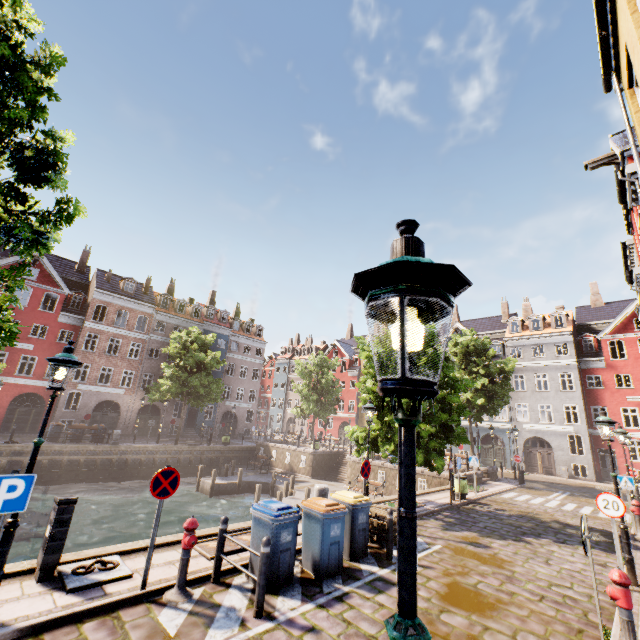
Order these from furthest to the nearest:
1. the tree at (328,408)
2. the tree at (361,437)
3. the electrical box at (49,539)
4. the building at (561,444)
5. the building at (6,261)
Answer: the tree at (328,408), the building at (6,261), the tree at (361,437), the building at (561,444), the electrical box at (49,539)

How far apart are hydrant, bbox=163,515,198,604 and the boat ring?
0.8 meters

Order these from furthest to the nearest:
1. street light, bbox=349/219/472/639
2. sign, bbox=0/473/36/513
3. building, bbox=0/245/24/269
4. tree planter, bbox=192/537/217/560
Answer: building, bbox=0/245/24/269
tree planter, bbox=192/537/217/560
sign, bbox=0/473/36/513
street light, bbox=349/219/472/639

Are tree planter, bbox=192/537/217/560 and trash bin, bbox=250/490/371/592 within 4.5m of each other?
yes

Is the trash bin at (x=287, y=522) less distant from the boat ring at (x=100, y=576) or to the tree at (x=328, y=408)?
the boat ring at (x=100, y=576)

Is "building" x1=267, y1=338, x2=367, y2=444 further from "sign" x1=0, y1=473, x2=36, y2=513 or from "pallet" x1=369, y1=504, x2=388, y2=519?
"sign" x1=0, y1=473, x2=36, y2=513

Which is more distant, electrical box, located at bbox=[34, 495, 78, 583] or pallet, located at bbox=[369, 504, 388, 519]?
pallet, located at bbox=[369, 504, 388, 519]

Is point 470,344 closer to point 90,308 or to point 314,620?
point 314,620
